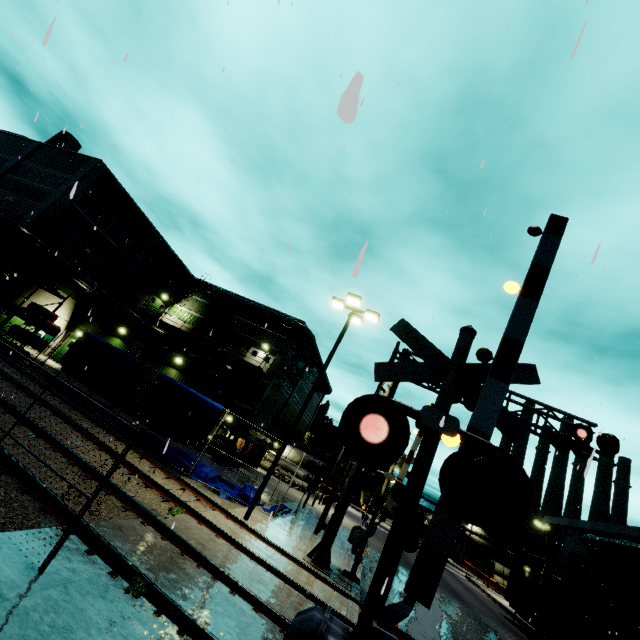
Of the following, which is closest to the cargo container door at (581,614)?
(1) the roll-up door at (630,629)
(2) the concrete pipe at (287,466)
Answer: (2) the concrete pipe at (287,466)

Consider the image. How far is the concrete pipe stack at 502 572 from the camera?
51.7m

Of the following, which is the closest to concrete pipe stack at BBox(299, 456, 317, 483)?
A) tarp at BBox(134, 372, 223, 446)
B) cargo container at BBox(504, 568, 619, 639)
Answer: cargo container at BBox(504, 568, 619, 639)

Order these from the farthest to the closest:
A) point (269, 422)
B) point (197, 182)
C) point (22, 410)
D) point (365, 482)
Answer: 1. point (269, 422)
2. point (365, 482)
3. point (197, 182)
4. point (22, 410)

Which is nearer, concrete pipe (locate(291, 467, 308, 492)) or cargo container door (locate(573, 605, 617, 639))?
cargo container door (locate(573, 605, 617, 639))

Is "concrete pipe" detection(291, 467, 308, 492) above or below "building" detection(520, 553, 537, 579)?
below

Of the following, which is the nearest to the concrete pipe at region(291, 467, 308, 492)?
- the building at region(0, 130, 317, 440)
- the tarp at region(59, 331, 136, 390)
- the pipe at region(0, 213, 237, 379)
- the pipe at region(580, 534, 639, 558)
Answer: the building at region(0, 130, 317, 440)

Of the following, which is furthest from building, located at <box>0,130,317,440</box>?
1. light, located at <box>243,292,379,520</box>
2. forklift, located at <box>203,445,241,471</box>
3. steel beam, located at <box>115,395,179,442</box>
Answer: light, located at <box>243,292,379,520</box>
